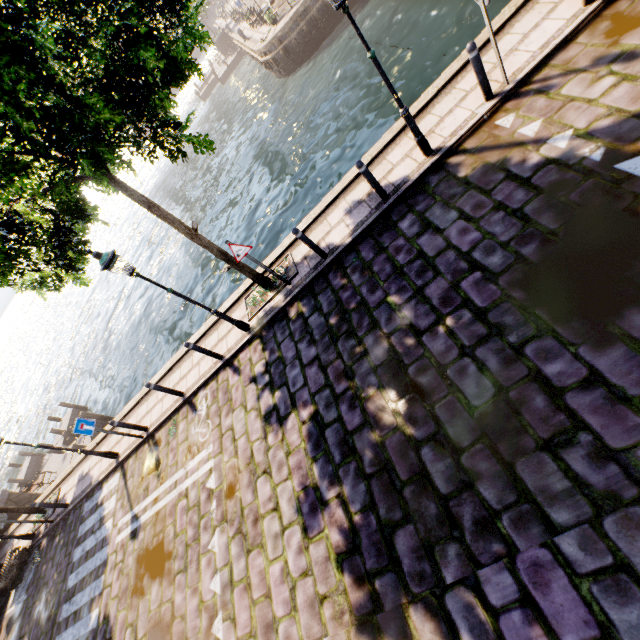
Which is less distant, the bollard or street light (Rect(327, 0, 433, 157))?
street light (Rect(327, 0, 433, 157))

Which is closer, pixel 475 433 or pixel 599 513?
pixel 599 513

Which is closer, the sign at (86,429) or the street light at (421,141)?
the street light at (421,141)

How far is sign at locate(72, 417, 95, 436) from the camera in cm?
886

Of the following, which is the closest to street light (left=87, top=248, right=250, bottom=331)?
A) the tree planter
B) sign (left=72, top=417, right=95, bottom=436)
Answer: the tree planter

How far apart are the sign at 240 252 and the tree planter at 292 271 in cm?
139

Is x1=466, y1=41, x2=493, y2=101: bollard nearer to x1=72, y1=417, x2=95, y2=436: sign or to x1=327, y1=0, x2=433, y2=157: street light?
x1=327, y1=0, x2=433, y2=157: street light

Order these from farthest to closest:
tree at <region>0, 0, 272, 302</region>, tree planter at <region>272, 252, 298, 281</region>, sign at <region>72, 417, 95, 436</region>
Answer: sign at <region>72, 417, 95, 436</region> < tree planter at <region>272, 252, 298, 281</region> < tree at <region>0, 0, 272, 302</region>
